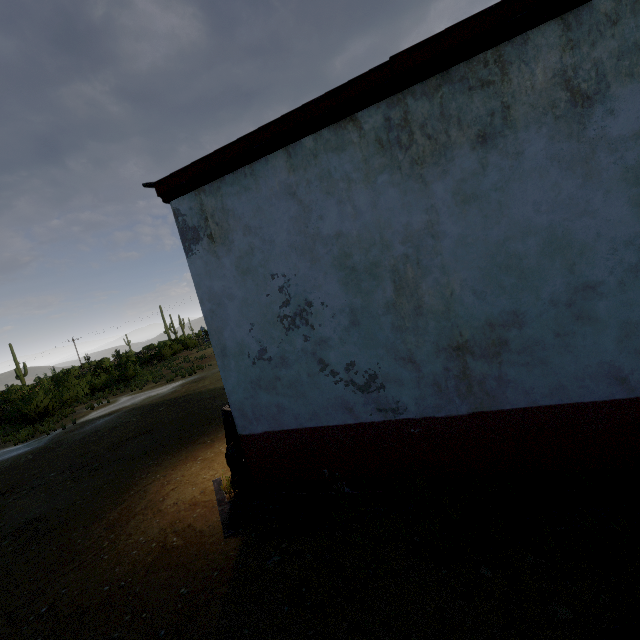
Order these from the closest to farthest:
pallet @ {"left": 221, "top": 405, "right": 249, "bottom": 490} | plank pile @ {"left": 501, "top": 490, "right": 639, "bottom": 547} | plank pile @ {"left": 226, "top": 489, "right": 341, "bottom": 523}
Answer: plank pile @ {"left": 501, "top": 490, "right": 639, "bottom": 547} < plank pile @ {"left": 226, "top": 489, "right": 341, "bottom": 523} < pallet @ {"left": 221, "top": 405, "right": 249, "bottom": 490}

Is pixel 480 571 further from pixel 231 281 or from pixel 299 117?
pixel 299 117

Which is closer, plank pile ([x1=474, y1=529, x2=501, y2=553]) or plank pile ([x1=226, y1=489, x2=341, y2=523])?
plank pile ([x1=474, y1=529, x2=501, y2=553])

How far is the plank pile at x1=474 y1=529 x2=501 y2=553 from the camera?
2.63m

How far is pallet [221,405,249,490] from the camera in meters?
4.3

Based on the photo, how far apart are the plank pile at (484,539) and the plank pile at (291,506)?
1.3m

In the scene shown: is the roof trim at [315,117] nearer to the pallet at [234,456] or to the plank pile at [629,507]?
the pallet at [234,456]

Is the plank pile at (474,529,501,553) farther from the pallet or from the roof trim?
the roof trim
